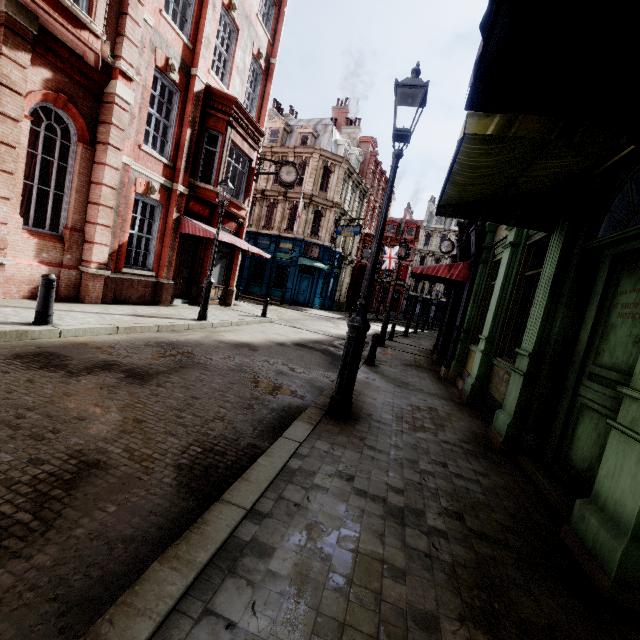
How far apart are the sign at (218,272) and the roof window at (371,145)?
29.0m

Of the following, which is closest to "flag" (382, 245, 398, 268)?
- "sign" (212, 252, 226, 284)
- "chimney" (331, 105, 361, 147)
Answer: "chimney" (331, 105, 361, 147)

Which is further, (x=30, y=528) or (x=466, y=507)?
(x=466, y=507)

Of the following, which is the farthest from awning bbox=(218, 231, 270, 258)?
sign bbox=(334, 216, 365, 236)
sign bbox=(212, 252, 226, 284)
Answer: sign bbox=(334, 216, 365, 236)

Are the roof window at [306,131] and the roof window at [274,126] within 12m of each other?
yes

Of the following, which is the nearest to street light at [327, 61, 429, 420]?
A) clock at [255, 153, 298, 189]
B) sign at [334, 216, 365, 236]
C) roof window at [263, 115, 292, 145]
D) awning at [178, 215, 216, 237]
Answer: awning at [178, 215, 216, 237]

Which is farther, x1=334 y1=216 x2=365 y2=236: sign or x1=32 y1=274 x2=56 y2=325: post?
x1=334 y1=216 x2=365 y2=236: sign

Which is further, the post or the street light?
the post
